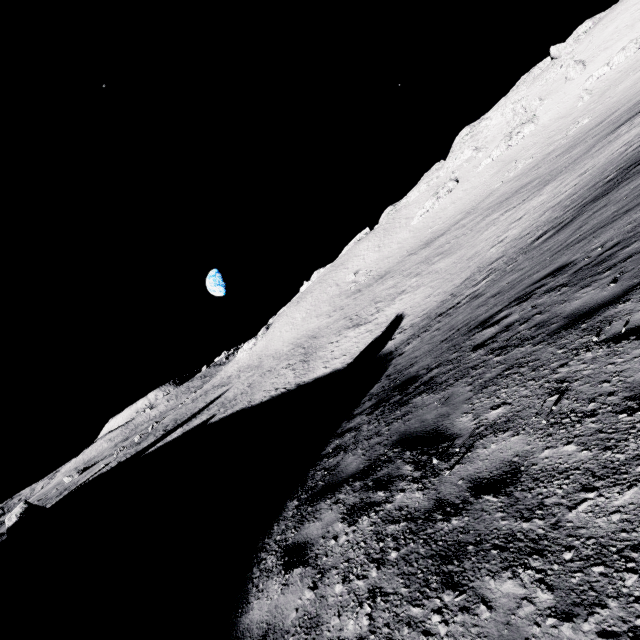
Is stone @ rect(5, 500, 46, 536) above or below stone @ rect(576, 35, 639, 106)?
below

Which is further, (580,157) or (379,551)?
(580,157)

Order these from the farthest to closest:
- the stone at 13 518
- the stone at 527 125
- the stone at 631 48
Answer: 1. the stone at 527 125
2. the stone at 13 518
3. the stone at 631 48

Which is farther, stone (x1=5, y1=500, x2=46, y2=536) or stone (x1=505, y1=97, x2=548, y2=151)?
stone (x1=505, y1=97, x2=548, y2=151)

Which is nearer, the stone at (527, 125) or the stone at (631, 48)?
the stone at (631, 48)

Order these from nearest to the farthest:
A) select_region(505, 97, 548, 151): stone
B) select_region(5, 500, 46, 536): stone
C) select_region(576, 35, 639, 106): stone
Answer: select_region(576, 35, 639, 106): stone → select_region(5, 500, 46, 536): stone → select_region(505, 97, 548, 151): stone

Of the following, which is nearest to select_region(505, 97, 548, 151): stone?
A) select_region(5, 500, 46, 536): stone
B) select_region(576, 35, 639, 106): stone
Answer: select_region(576, 35, 639, 106): stone

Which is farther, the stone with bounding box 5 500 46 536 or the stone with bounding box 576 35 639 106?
the stone with bounding box 5 500 46 536
